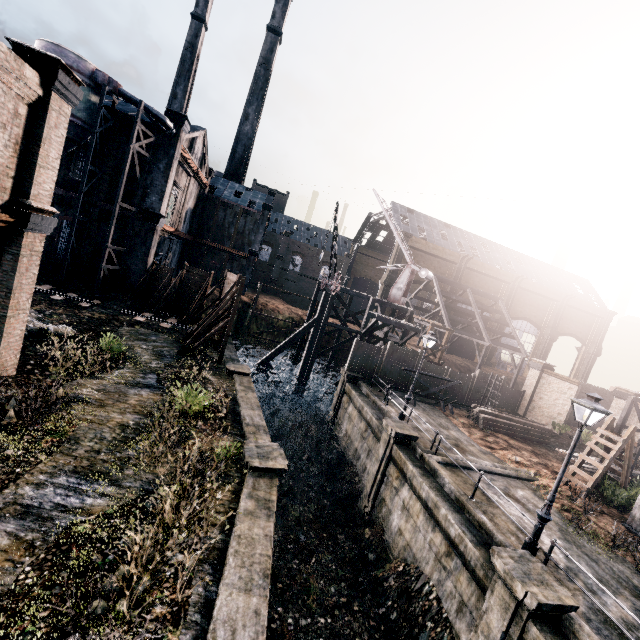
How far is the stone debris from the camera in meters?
15.8

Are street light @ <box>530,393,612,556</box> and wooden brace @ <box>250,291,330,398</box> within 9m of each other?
no

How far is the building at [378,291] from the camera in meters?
55.8

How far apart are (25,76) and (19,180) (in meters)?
2.97

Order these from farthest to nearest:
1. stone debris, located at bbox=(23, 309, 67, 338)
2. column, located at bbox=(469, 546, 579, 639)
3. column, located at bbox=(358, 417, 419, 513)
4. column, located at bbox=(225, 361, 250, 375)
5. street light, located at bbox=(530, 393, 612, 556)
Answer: column, located at bbox=(225, 361, 250, 375)
column, located at bbox=(358, 417, 419, 513)
stone debris, located at bbox=(23, 309, 67, 338)
street light, located at bbox=(530, 393, 612, 556)
column, located at bbox=(469, 546, 579, 639)

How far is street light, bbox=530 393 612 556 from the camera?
10.04m

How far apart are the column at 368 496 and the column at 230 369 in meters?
8.4 m

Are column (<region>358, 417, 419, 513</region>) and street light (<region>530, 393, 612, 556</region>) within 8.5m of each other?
yes
